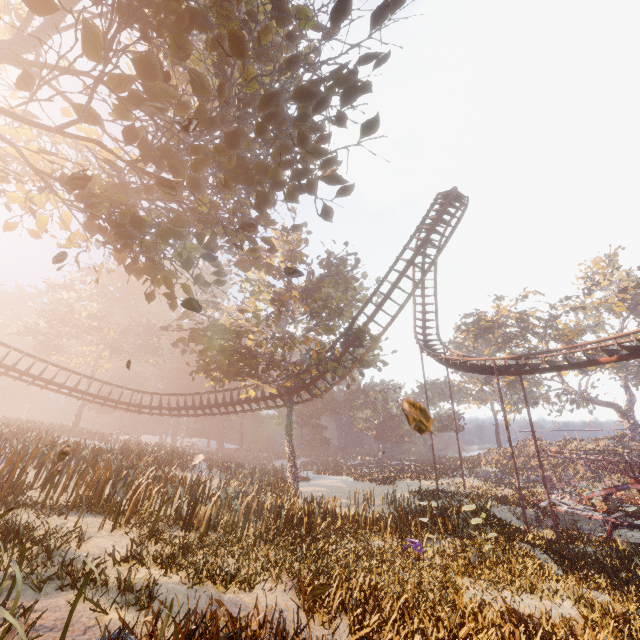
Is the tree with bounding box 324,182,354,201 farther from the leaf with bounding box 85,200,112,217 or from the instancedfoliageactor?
the instancedfoliageactor

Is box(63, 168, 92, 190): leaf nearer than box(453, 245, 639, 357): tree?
Yes

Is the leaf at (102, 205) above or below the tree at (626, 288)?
below

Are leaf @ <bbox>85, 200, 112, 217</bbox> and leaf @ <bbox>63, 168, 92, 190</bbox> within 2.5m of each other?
yes

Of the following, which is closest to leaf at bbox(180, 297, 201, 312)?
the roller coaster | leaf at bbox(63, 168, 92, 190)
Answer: leaf at bbox(63, 168, 92, 190)

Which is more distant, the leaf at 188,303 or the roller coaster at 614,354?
the roller coaster at 614,354

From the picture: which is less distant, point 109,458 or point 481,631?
point 481,631

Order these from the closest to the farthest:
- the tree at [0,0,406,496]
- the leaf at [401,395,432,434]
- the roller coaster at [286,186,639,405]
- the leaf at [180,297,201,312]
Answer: the leaf at [180,297,201,312]
the leaf at [401,395,432,434]
the tree at [0,0,406,496]
the roller coaster at [286,186,639,405]
